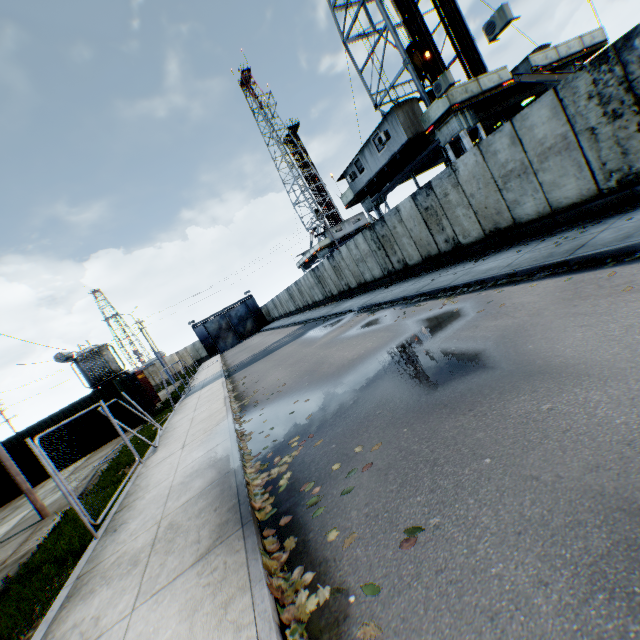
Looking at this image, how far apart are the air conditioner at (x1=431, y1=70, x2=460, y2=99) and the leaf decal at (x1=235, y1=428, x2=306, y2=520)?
14.75m

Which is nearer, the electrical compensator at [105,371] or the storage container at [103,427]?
the storage container at [103,427]

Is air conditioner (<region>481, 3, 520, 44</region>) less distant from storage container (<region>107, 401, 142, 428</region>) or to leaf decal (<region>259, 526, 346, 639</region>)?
leaf decal (<region>259, 526, 346, 639</region>)

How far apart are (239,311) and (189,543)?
51.6m

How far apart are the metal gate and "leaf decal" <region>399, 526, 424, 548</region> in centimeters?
5280cm

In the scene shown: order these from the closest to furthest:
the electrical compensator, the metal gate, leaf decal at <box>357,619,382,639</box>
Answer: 1. leaf decal at <box>357,619,382,639</box>
2. the electrical compensator
3. the metal gate

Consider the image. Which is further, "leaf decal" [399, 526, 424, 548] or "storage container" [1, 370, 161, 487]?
"storage container" [1, 370, 161, 487]

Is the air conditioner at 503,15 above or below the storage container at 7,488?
above
